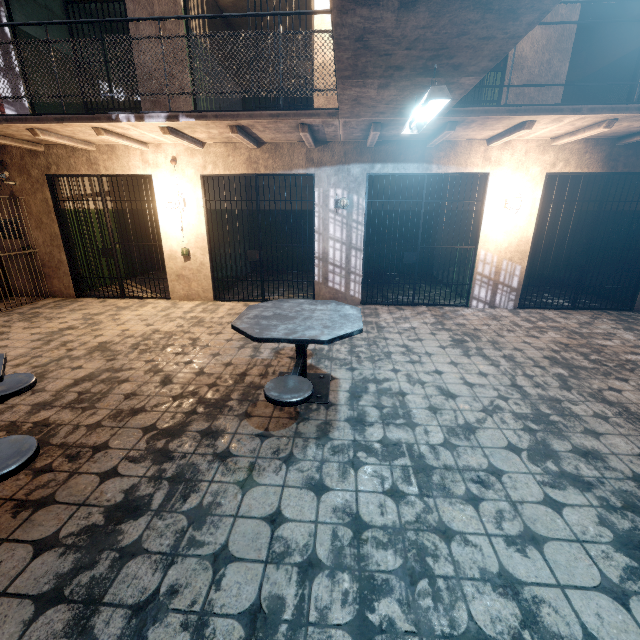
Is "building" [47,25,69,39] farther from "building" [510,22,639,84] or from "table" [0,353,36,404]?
"table" [0,353,36,404]

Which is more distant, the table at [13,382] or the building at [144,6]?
the building at [144,6]

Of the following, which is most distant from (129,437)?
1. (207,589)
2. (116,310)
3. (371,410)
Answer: (116,310)

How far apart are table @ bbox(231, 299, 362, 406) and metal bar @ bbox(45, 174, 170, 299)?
3.9m

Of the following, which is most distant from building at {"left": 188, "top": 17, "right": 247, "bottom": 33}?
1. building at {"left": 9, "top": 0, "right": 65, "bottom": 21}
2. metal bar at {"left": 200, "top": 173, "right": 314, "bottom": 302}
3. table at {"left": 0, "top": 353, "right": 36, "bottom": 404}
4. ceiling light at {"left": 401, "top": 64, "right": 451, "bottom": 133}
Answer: table at {"left": 0, "top": 353, "right": 36, "bottom": 404}

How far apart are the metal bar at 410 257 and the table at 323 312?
2.4 meters

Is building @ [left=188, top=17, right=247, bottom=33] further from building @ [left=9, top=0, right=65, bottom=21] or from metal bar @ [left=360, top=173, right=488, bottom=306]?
metal bar @ [left=360, top=173, right=488, bottom=306]

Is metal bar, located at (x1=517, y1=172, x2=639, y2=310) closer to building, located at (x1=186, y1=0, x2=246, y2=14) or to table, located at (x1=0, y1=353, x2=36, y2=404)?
building, located at (x1=186, y1=0, x2=246, y2=14)
